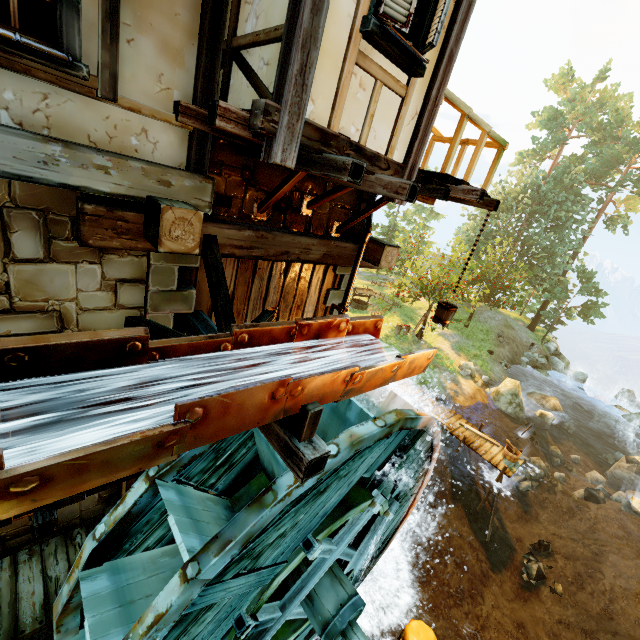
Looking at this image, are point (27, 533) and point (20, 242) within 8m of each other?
yes

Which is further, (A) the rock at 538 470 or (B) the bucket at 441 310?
(A) the rock at 538 470

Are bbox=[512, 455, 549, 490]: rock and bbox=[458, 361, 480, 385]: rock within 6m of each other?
yes

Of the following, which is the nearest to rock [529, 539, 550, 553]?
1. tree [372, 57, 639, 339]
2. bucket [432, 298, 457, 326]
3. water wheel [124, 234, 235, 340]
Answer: water wheel [124, 234, 235, 340]

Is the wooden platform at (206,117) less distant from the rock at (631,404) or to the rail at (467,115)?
the rail at (467,115)

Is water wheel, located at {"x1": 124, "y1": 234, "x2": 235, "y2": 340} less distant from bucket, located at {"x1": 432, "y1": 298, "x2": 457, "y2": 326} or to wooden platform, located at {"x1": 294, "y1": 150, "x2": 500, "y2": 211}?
wooden platform, located at {"x1": 294, "y1": 150, "x2": 500, "y2": 211}

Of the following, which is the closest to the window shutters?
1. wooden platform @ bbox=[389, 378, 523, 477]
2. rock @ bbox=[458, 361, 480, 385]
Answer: wooden platform @ bbox=[389, 378, 523, 477]

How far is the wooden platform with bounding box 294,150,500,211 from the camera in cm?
311
